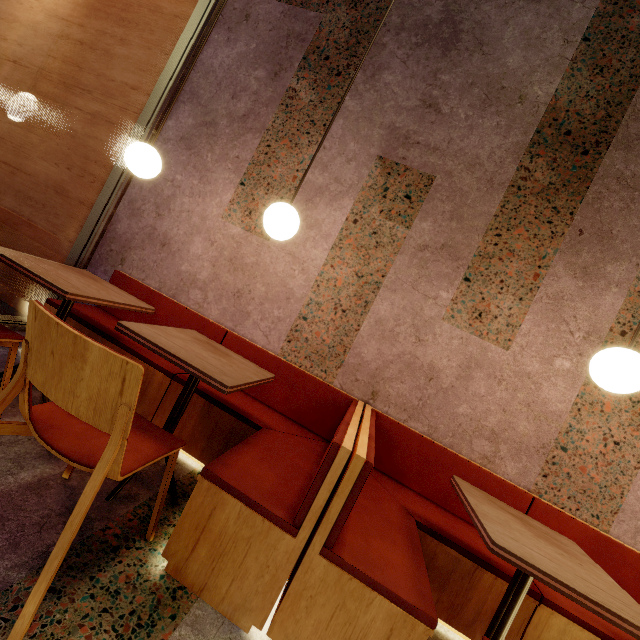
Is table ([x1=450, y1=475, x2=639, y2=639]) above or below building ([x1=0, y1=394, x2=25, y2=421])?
above

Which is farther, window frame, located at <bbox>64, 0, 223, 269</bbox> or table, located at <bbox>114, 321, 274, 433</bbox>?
window frame, located at <bbox>64, 0, 223, 269</bbox>

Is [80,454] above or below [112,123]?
below

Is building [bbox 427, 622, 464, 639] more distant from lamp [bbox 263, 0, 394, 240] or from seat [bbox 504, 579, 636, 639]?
lamp [bbox 263, 0, 394, 240]

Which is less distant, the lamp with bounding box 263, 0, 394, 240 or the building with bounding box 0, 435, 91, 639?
the building with bounding box 0, 435, 91, 639

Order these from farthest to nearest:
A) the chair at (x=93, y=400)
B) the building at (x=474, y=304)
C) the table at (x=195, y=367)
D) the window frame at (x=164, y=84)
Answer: the window frame at (x=164, y=84)
the building at (x=474, y=304)
the table at (x=195, y=367)
the chair at (x=93, y=400)

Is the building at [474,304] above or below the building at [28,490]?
above

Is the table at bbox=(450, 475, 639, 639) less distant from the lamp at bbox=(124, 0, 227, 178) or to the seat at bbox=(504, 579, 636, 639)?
the seat at bbox=(504, 579, 636, 639)
